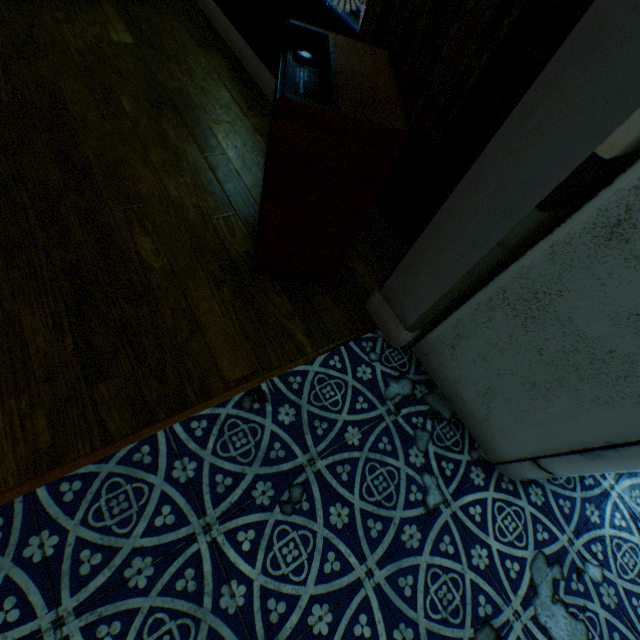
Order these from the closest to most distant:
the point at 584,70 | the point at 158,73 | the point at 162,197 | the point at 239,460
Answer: the point at 584,70 < the point at 239,460 < the point at 162,197 < the point at 158,73

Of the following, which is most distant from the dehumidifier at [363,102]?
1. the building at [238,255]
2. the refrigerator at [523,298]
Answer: the refrigerator at [523,298]

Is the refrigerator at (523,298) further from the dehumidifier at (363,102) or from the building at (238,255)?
the dehumidifier at (363,102)

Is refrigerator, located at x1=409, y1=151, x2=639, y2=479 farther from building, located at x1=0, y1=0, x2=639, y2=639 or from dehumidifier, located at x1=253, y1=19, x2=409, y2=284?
dehumidifier, located at x1=253, y1=19, x2=409, y2=284

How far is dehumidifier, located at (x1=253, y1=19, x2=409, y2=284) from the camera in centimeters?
106cm

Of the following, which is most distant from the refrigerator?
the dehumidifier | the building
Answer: the dehumidifier
